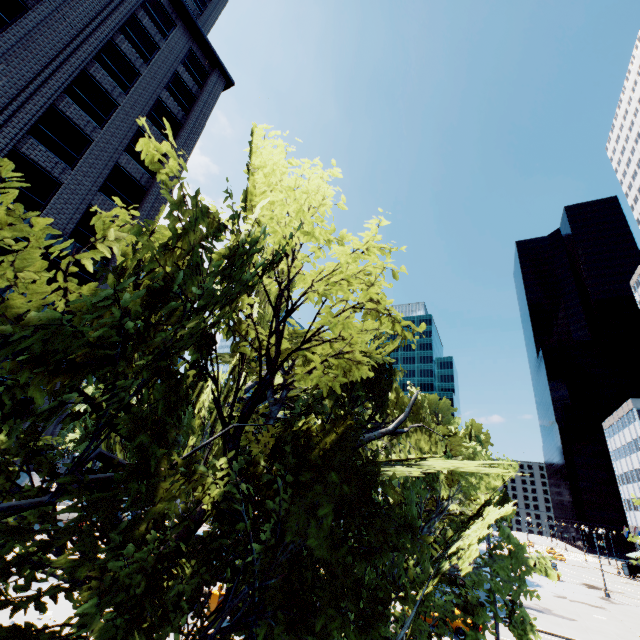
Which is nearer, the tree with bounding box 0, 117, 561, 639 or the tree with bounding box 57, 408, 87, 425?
the tree with bounding box 57, 408, 87, 425

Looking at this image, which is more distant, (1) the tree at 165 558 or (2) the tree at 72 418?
(1) the tree at 165 558

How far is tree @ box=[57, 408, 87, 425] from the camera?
2.4 meters

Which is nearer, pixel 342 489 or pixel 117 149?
pixel 342 489

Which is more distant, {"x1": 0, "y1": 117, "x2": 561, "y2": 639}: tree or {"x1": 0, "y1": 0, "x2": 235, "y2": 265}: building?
{"x1": 0, "y1": 0, "x2": 235, "y2": 265}: building

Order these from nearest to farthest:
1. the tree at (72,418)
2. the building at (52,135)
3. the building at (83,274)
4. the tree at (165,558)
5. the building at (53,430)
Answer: the tree at (72,418), the tree at (165,558), the building at (53,430), the building at (52,135), the building at (83,274)
